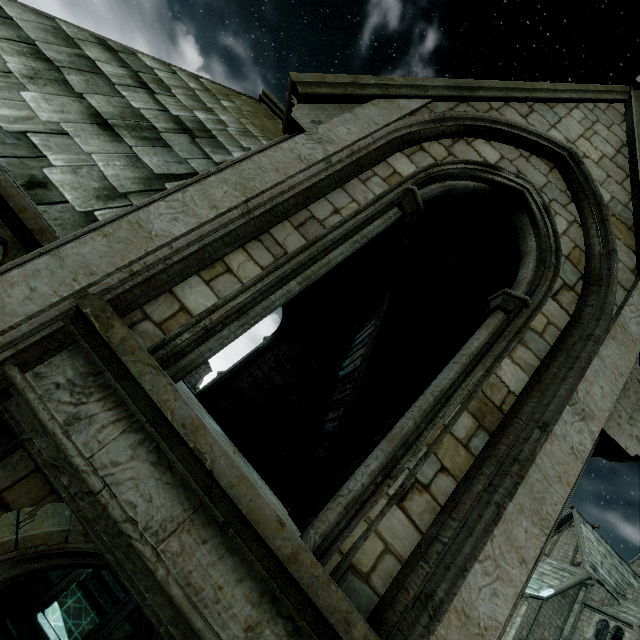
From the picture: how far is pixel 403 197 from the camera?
3.7m
